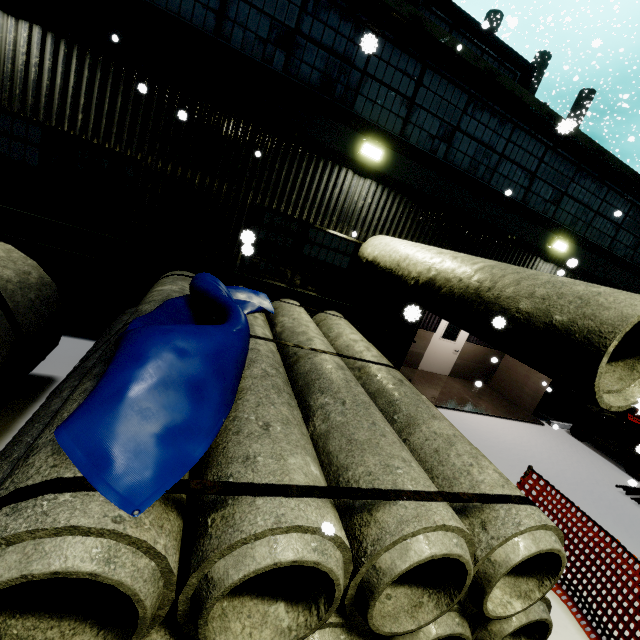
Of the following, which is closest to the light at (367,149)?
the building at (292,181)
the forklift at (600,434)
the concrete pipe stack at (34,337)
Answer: the building at (292,181)

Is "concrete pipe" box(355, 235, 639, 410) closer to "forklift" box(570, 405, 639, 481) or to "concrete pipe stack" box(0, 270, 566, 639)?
"concrete pipe stack" box(0, 270, 566, 639)

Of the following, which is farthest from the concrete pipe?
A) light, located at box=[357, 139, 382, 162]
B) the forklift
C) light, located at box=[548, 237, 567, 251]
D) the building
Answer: light, located at box=[548, 237, 567, 251]

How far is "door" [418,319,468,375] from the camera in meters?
11.5 m

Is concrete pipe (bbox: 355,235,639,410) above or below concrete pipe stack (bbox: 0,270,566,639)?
above

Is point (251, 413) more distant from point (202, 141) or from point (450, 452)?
point (202, 141)

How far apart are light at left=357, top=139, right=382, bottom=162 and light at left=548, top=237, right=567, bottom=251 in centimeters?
564cm

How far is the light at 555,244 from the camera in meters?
8.7
